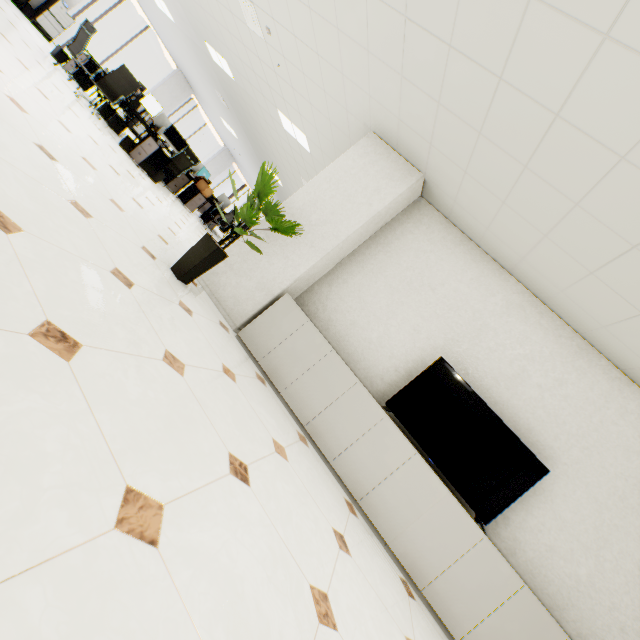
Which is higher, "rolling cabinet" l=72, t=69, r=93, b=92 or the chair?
the chair

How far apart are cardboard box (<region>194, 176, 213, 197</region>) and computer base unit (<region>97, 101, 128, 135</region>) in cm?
199

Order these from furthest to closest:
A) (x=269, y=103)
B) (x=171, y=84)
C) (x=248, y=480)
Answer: (x=171, y=84), (x=269, y=103), (x=248, y=480)

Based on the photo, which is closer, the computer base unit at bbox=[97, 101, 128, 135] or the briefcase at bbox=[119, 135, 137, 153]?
the briefcase at bbox=[119, 135, 137, 153]

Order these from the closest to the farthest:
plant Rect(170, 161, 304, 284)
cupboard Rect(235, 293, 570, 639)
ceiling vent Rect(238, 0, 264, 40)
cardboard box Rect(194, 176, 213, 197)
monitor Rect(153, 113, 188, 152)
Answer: cupboard Rect(235, 293, 570, 639) < plant Rect(170, 161, 304, 284) < ceiling vent Rect(238, 0, 264, 40) < monitor Rect(153, 113, 188, 152) < cardboard box Rect(194, 176, 213, 197)

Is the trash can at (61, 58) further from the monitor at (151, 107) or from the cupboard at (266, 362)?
the cupboard at (266, 362)

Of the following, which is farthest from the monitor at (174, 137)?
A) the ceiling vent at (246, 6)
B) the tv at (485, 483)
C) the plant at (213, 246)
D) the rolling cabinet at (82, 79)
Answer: the tv at (485, 483)

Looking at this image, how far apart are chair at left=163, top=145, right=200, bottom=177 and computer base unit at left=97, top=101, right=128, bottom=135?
0.93m
